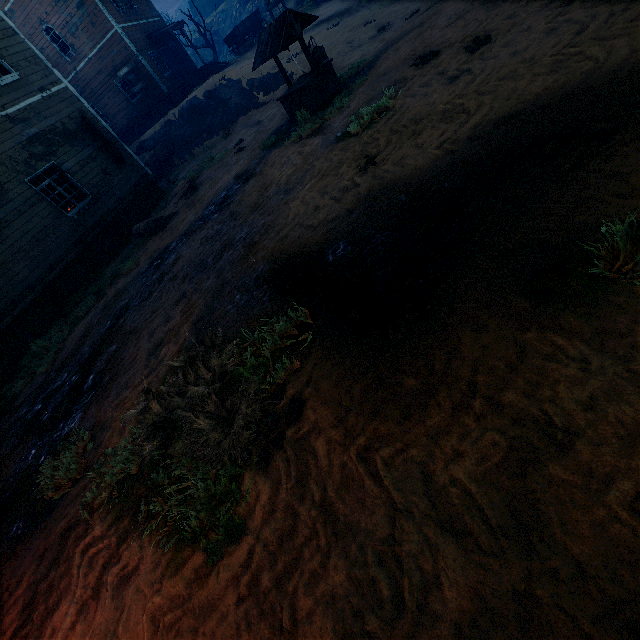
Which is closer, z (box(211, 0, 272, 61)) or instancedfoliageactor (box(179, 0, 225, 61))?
instancedfoliageactor (box(179, 0, 225, 61))

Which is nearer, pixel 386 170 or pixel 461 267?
pixel 461 267

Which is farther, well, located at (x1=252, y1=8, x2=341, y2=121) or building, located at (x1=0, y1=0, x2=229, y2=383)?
building, located at (x1=0, y1=0, x2=229, y2=383)

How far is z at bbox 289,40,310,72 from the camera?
15.1m

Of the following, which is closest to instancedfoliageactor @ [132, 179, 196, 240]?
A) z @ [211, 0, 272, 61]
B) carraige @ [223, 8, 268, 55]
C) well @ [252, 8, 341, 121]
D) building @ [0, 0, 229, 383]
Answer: z @ [211, 0, 272, 61]

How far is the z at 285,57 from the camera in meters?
15.4 m

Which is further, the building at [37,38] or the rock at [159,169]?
the rock at [159,169]

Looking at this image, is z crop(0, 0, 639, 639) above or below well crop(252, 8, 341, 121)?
below
